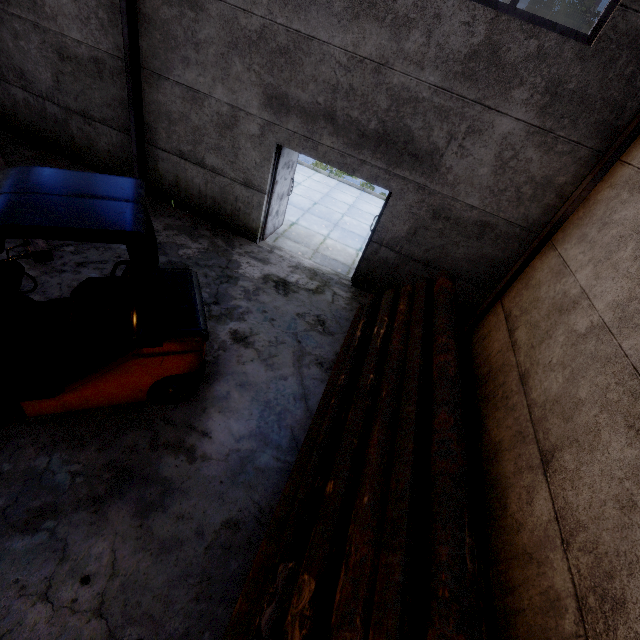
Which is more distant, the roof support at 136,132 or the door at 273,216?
the door at 273,216

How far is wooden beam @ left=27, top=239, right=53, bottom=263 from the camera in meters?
5.0

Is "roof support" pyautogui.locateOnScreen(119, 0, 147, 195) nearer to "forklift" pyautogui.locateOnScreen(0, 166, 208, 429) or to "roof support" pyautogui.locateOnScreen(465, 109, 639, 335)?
"forklift" pyautogui.locateOnScreen(0, 166, 208, 429)

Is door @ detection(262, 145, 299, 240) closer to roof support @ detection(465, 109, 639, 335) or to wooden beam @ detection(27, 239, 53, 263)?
wooden beam @ detection(27, 239, 53, 263)

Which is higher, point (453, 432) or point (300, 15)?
point (300, 15)

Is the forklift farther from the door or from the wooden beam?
the door

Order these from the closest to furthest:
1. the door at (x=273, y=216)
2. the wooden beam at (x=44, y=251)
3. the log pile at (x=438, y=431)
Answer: the log pile at (x=438, y=431) → the wooden beam at (x=44, y=251) → the door at (x=273, y=216)

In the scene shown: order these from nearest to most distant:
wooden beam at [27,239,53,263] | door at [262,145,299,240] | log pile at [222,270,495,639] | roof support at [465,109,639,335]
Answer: log pile at [222,270,495,639] < roof support at [465,109,639,335] < wooden beam at [27,239,53,263] < door at [262,145,299,240]
